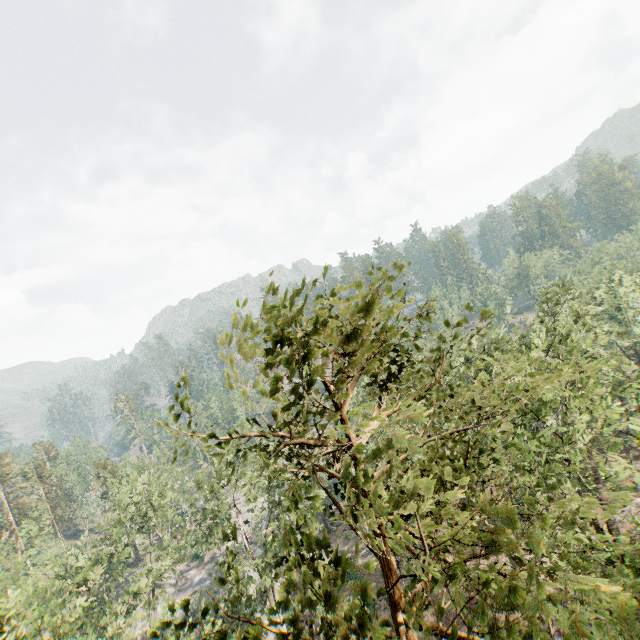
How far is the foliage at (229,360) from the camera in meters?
4.5 m

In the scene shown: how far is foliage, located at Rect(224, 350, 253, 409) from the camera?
4.5m

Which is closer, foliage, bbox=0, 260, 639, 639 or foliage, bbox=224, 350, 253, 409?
foliage, bbox=0, 260, 639, 639

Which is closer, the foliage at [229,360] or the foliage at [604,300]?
the foliage at [604,300]

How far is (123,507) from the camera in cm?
2997
